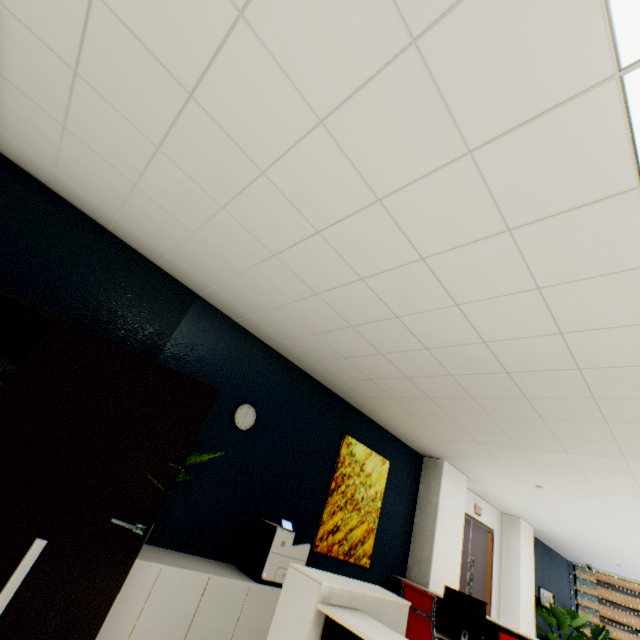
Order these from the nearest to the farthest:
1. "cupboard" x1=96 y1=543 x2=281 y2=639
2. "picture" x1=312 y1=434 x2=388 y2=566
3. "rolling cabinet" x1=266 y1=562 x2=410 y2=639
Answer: "rolling cabinet" x1=266 y1=562 x2=410 y2=639, "cupboard" x1=96 y1=543 x2=281 y2=639, "picture" x1=312 y1=434 x2=388 y2=566

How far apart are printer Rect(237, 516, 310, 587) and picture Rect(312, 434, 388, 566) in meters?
0.6 m

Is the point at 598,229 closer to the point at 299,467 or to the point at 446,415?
the point at 446,415

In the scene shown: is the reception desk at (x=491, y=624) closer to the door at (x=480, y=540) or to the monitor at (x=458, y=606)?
the monitor at (x=458, y=606)

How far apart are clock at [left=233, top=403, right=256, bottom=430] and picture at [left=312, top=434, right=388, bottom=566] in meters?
1.5 m

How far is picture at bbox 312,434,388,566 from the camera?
4.1 meters

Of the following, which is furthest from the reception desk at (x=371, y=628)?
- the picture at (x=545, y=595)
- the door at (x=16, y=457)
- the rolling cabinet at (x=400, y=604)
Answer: the picture at (x=545, y=595)

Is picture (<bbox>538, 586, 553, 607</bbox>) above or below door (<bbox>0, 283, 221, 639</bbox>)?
above
